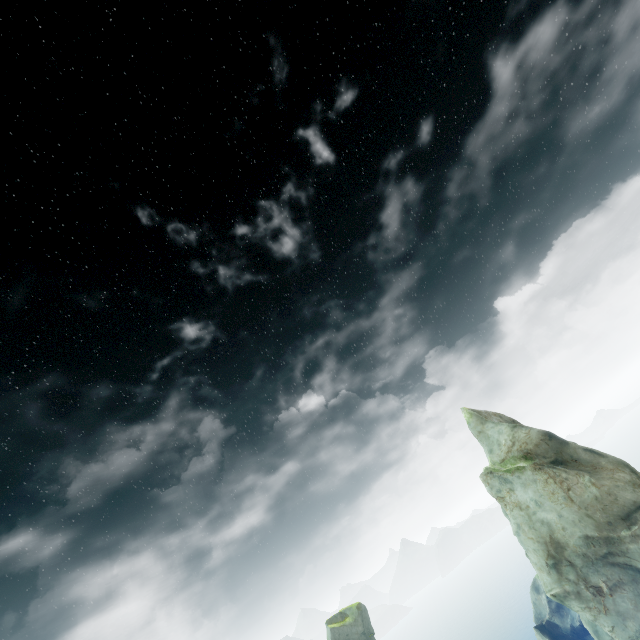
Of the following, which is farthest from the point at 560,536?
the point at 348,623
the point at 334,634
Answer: the point at 334,634
